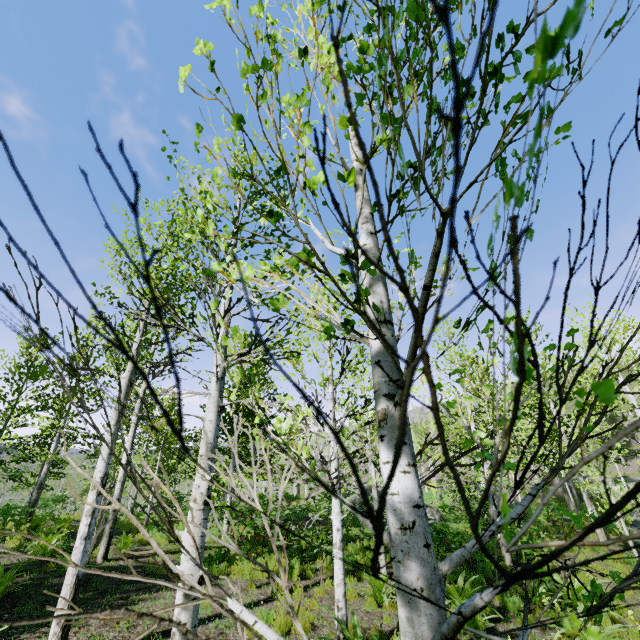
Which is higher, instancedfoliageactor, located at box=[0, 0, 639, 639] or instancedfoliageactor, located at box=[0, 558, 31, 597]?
instancedfoliageactor, located at box=[0, 0, 639, 639]

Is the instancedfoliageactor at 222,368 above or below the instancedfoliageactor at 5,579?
above

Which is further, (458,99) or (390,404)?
(390,404)

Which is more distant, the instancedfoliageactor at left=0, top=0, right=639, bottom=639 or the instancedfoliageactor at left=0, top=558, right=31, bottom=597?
the instancedfoliageactor at left=0, top=558, right=31, bottom=597

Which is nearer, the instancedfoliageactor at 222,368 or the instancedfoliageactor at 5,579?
the instancedfoliageactor at 222,368
